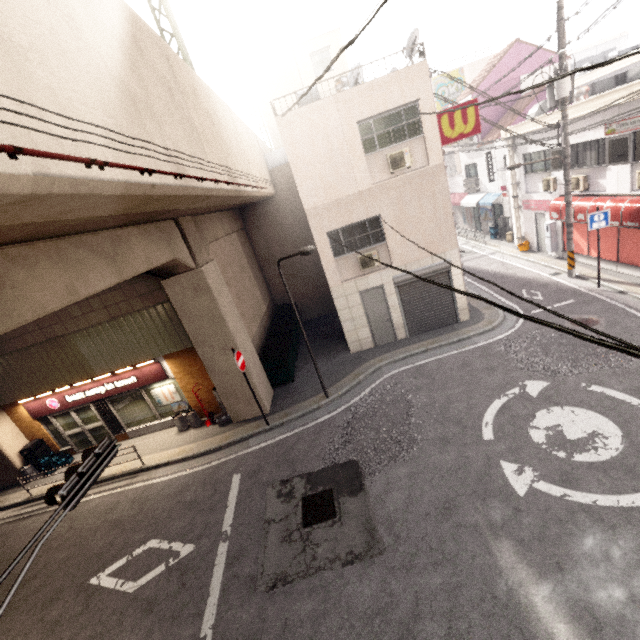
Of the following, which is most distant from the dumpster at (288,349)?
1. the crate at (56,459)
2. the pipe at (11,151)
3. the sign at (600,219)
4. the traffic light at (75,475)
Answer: the sign at (600,219)

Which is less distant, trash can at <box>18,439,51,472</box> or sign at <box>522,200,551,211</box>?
trash can at <box>18,439,51,472</box>

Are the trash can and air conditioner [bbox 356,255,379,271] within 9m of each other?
no

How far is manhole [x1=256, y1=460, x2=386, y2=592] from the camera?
6.2 meters

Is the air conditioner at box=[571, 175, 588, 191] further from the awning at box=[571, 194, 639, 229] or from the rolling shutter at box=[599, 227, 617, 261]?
the rolling shutter at box=[599, 227, 617, 261]

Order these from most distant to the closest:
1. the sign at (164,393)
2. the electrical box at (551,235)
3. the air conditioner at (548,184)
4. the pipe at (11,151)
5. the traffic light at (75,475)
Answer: the electrical box at (551,235) → the air conditioner at (548,184) → the sign at (164,393) → the traffic light at (75,475) → the pipe at (11,151)

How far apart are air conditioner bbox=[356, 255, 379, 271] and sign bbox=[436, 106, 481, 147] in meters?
3.9 m

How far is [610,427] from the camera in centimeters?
695cm
